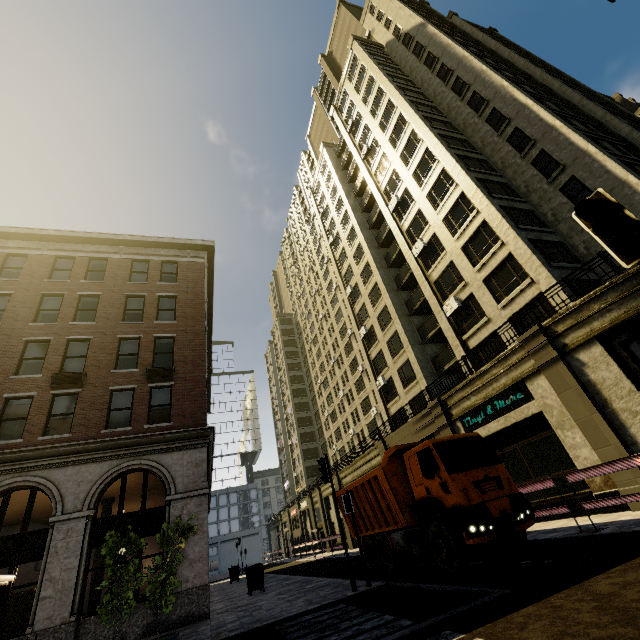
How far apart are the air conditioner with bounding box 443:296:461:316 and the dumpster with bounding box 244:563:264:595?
18.4m

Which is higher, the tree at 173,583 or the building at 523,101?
the building at 523,101

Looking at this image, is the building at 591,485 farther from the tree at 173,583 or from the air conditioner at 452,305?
the tree at 173,583

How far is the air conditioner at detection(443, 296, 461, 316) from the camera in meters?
21.9

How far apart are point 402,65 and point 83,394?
41.3m

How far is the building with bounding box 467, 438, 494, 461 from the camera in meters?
17.2

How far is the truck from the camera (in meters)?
8.31

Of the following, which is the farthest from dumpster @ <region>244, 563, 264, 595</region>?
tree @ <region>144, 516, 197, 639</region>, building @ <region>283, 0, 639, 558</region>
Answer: tree @ <region>144, 516, 197, 639</region>
